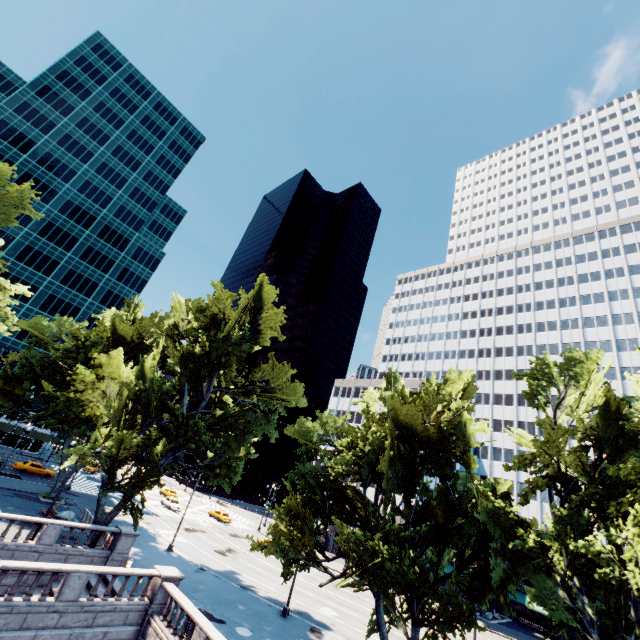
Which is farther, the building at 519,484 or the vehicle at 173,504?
the building at 519,484

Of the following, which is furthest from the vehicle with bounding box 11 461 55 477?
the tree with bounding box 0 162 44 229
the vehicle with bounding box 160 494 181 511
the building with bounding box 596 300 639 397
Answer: the building with bounding box 596 300 639 397

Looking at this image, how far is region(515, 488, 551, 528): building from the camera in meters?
53.0 m

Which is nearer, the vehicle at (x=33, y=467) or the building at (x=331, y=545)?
the vehicle at (x=33, y=467)

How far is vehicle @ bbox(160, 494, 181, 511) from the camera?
50.28m

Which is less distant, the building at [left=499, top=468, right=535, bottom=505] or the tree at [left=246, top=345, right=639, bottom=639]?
the tree at [left=246, top=345, right=639, bottom=639]

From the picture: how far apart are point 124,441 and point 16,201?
18.4 meters

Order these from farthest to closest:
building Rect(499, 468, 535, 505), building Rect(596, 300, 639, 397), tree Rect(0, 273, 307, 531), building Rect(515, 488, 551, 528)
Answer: building Rect(499, 468, 535, 505)
building Rect(596, 300, 639, 397)
building Rect(515, 488, 551, 528)
tree Rect(0, 273, 307, 531)
